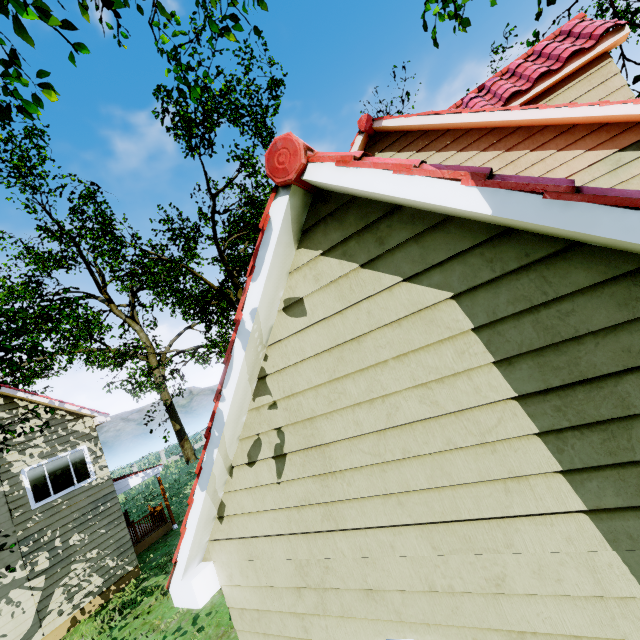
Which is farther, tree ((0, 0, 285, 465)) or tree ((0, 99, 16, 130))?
tree ((0, 0, 285, 465))

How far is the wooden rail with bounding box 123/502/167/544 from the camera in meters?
15.1

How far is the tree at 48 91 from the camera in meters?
5.6

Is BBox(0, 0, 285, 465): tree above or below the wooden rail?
above

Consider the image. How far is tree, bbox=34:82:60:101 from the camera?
5.6 meters

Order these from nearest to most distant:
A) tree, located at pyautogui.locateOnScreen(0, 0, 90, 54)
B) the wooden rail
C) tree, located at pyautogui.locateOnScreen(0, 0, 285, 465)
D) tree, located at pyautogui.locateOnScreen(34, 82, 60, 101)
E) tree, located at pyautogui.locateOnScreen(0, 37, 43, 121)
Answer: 1. tree, located at pyautogui.locateOnScreen(0, 0, 90, 54)
2. tree, located at pyautogui.locateOnScreen(0, 37, 43, 121)
3. tree, located at pyautogui.locateOnScreen(34, 82, 60, 101)
4. tree, located at pyautogui.locateOnScreen(0, 0, 285, 465)
5. the wooden rail

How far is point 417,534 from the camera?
2.49m

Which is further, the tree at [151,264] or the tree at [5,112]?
the tree at [151,264]
